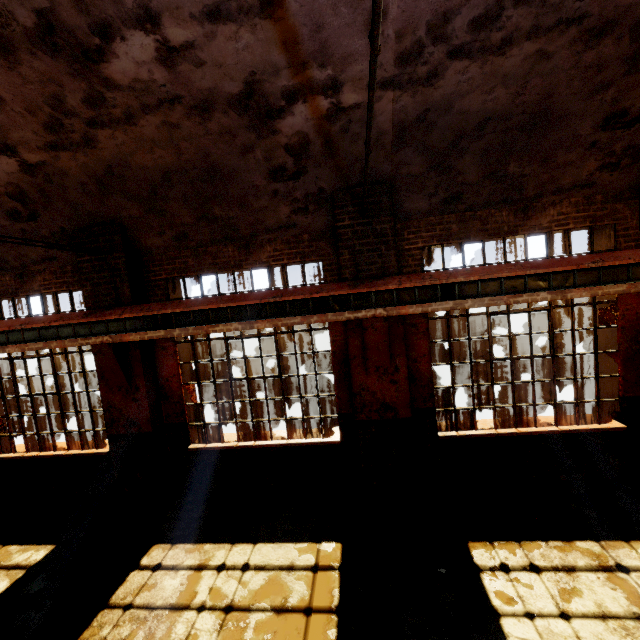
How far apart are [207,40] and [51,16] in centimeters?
160cm

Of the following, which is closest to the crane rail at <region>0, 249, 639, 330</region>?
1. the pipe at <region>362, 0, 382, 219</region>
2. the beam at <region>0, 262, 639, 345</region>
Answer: the beam at <region>0, 262, 639, 345</region>

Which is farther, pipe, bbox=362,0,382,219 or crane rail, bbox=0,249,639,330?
crane rail, bbox=0,249,639,330

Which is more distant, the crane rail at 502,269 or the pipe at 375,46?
the crane rail at 502,269

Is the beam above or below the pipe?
below

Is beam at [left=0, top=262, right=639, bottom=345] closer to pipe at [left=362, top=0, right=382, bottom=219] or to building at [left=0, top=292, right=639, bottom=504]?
building at [left=0, top=292, right=639, bottom=504]

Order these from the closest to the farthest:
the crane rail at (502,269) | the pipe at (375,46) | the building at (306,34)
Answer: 1. the pipe at (375,46)
2. the building at (306,34)
3. the crane rail at (502,269)

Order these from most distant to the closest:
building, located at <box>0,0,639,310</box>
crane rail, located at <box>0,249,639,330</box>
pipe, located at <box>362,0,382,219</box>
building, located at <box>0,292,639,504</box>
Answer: building, located at <box>0,292,639,504</box>
crane rail, located at <box>0,249,639,330</box>
building, located at <box>0,0,639,310</box>
pipe, located at <box>362,0,382,219</box>
